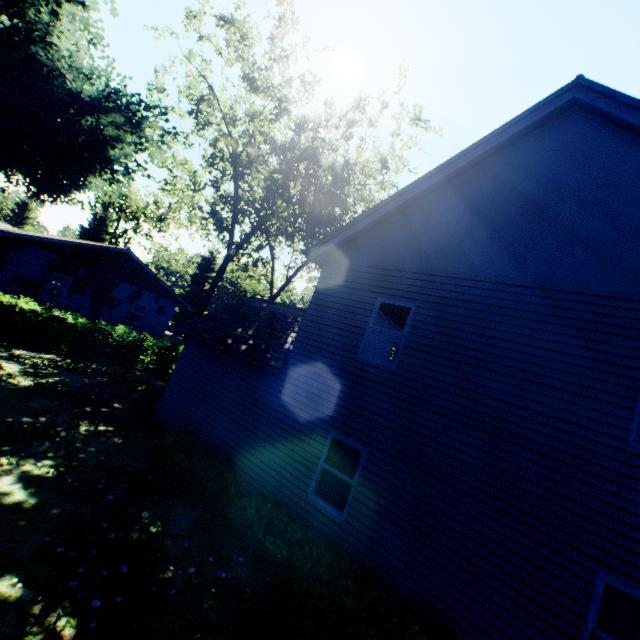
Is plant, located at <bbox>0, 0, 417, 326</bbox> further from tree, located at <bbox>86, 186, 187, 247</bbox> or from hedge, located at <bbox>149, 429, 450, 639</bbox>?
hedge, located at <bbox>149, 429, 450, 639</bbox>

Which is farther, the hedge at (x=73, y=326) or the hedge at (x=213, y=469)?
the hedge at (x=73, y=326)

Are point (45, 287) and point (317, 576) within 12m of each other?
no

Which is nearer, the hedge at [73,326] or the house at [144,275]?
the hedge at [73,326]

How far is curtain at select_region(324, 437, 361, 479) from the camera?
7.6 meters

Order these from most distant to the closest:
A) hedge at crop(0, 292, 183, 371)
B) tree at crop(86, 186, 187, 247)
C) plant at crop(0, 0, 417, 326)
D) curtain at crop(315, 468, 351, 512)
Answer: tree at crop(86, 186, 187, 247), plant at crop(0, 0, 417, 326), hedge at crop(0, 292, 183, 371), curtain at crop(315, 468, 351, 512)

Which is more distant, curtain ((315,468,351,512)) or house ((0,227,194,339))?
house ((0,227,194,339))

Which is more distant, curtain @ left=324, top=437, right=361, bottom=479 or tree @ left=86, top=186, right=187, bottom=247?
tree @ left=86, top=186, right=187, bottom=247
